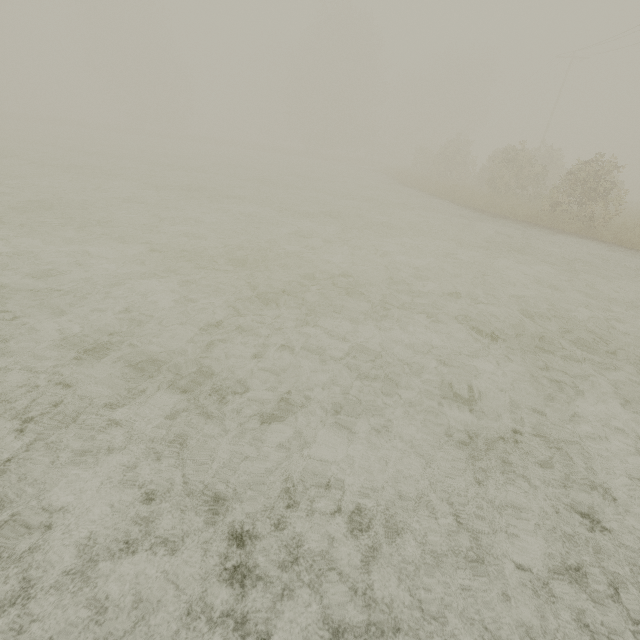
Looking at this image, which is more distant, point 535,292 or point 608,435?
point 535,292
